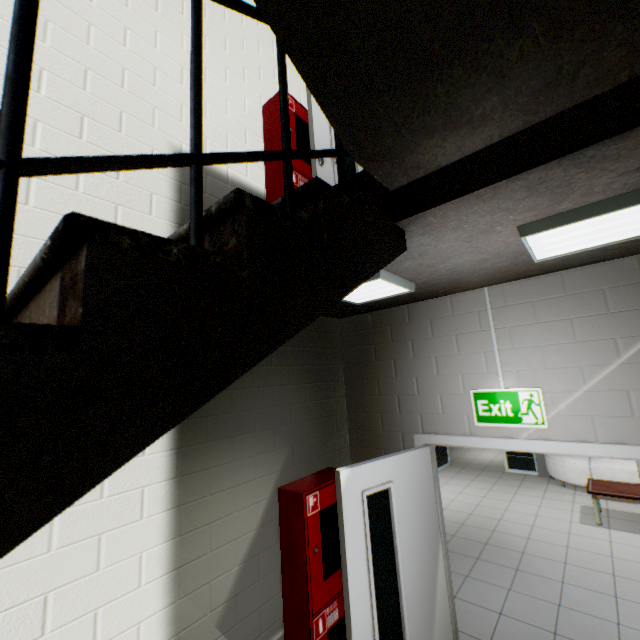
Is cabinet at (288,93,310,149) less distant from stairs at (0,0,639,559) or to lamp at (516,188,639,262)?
stairs at (0,0,639,559)

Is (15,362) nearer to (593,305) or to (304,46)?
(304,46)

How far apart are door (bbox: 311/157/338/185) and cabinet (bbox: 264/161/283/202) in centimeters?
28cm

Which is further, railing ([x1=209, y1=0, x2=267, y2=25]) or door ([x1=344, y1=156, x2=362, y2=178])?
door ([x1=344, y1=156, x2=362, y2=178])

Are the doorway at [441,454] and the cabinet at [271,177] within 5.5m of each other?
no

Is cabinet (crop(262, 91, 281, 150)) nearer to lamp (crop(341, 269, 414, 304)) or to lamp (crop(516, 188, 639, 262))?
lamp (crop(341, 269, 414, 304))

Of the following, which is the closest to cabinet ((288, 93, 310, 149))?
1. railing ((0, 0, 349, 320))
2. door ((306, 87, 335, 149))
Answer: door ((306, 87, 335, 149))

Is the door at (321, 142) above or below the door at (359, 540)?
above
